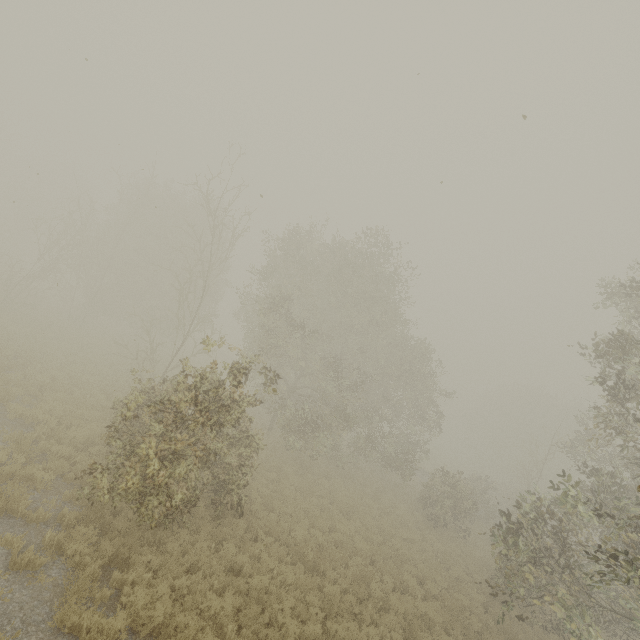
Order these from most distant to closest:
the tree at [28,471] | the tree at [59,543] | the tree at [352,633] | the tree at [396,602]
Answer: the tree at [396,602] → the tree at [352,633] → the tree at [28,471] → the tree at [59,543]

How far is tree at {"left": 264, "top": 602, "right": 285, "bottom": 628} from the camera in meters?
8.0

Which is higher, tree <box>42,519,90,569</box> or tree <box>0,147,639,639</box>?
tree <box>0,147,639,639</box>

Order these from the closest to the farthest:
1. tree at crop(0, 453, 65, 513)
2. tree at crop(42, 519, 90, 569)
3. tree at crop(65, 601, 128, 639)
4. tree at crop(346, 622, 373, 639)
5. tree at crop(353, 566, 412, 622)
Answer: tree at crop(65, 601, 128, 639), tree at crop(42, 519, 90, 569), tree at crop(0, 453, 65, 513), tree at crop(346, 622, 373, 639), tree at crop(353, 566, 412, 622)

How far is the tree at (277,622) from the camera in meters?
8.0 m

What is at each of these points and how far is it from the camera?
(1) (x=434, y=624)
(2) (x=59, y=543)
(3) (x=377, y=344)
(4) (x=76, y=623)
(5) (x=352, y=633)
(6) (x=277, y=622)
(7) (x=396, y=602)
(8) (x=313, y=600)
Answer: (1) tree, 10.89m
(2) tree, 7.38m
(3) tree, 23.86m
(4) tree, 6.00m
(5) tree, 8.77m
(6) tree, 8.17m
(7) tree, 10.61m
(8) tree, 9.29m
